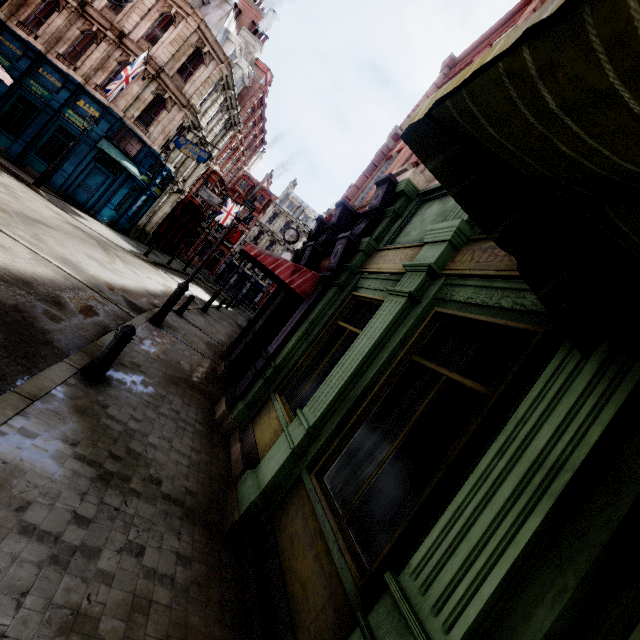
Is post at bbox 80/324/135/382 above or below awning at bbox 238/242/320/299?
below

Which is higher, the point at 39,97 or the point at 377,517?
the point at 39,97

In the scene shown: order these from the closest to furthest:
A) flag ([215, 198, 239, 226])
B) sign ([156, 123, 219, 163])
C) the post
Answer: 1. the post
2. sign ([156, 123, 219, 163])
3. flag ([215, 198, 239, 226])

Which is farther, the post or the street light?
the street light

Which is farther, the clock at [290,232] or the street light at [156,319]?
the clock at [290,232]

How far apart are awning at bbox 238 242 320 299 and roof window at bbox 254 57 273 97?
30.7 meters

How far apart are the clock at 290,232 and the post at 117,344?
15.31m

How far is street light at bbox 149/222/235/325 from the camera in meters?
9.4
